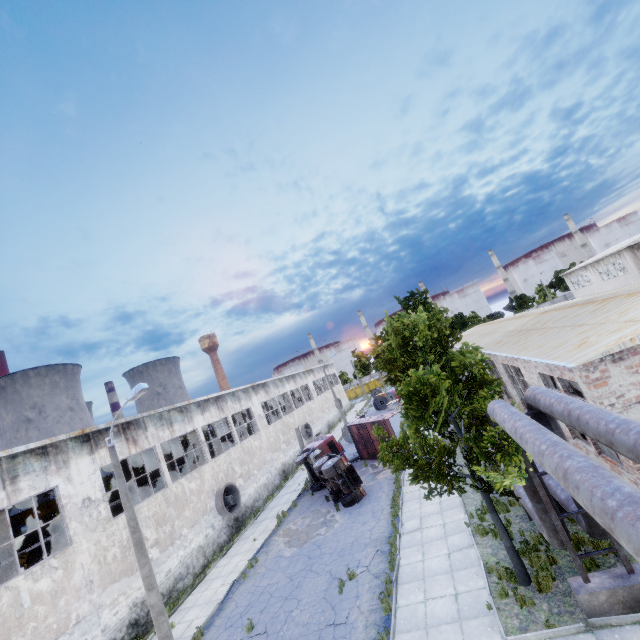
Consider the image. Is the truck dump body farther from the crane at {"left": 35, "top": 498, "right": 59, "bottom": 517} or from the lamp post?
the crane at {"left": 35, "top": 498, "right": 59, "bottom": 517}

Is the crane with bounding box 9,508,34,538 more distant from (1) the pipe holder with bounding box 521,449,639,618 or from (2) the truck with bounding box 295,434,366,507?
(1) the pipe holder with bounding box 521,449,639,618

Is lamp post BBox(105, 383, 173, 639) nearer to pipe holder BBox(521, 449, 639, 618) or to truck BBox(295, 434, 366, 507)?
truck BBox(295, 434, 366, 507)

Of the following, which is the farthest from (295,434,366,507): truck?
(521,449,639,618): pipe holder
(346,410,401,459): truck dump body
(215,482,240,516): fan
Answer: (521,449,639,618): pipe holder

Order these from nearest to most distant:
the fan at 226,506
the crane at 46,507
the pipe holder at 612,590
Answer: the pipe holder at 612,590 → the crane at 46,507 → the fan at 226,506

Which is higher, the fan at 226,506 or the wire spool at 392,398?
the fan at 226,506

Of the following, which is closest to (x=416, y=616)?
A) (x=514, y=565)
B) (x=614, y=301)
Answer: (x=514, y=565)

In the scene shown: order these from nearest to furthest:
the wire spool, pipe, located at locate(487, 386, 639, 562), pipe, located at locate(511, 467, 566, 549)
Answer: pipe, located at locate(487, 386, 639, 562)
pipe, located at locate(511, 467, 566, 549)
the wire spool
